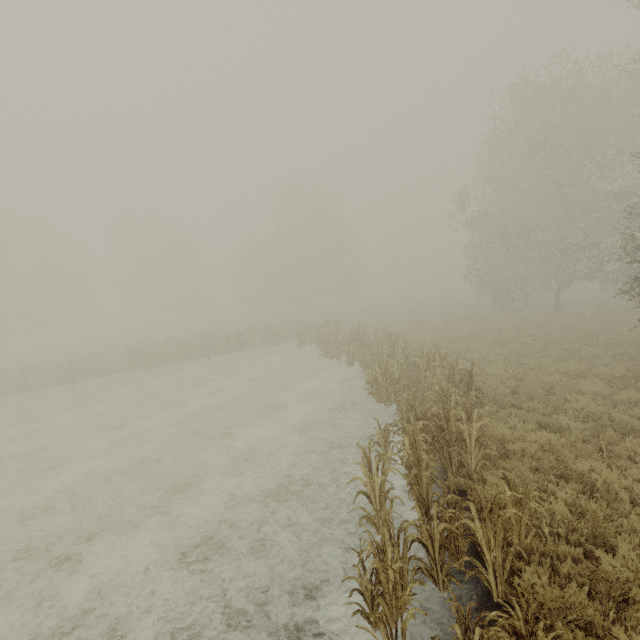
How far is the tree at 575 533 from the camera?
5.3m

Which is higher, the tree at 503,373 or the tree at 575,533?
the tree at 503,373

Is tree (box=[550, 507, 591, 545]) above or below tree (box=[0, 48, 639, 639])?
below

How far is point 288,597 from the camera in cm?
532

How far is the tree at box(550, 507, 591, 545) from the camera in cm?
528
